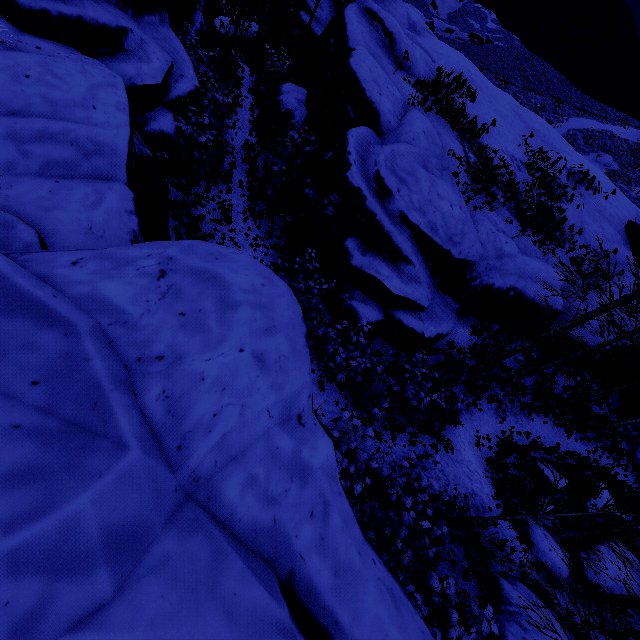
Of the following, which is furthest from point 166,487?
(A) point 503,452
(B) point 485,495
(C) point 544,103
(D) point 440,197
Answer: (C) point 544,103

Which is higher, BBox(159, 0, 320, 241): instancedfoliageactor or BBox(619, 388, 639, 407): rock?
BBox(619, 388, 639, 407): rock

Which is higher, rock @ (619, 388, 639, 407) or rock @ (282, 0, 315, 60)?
rock @ (619, 388, 639, 407)

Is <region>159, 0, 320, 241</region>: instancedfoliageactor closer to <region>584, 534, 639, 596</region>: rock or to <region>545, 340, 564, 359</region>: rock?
<region>545, 340, 564, 359</region>: rock

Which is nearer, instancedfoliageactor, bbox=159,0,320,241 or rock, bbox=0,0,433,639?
rock, bbox=0,0,433,639

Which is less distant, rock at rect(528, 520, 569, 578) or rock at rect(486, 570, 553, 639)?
rock at rect(486, 570, 553, 639)

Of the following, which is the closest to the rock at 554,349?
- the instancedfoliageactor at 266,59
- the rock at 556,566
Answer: the instancedfoliageactor at 266,59
